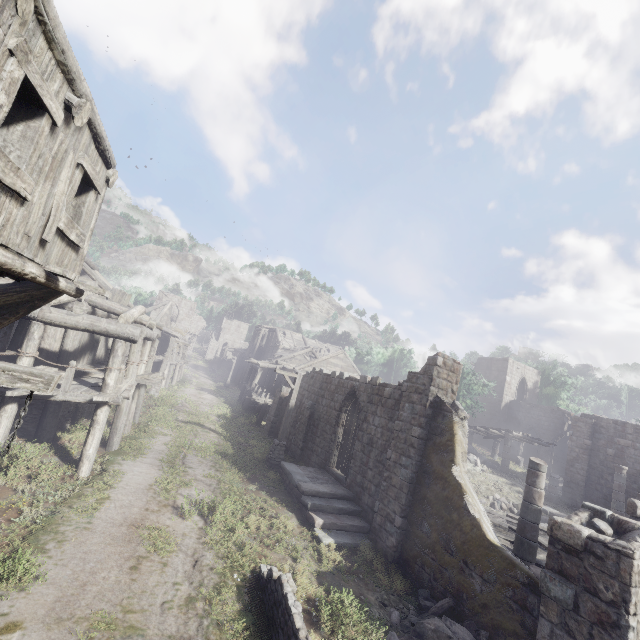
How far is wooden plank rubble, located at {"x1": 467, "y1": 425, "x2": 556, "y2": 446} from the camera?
24.8 meters

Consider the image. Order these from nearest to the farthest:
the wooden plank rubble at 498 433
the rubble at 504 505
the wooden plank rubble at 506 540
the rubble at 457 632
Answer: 1. the rubble at 457 632
2. the wooden plank rubble at 506 540
3. the rubble at 504 505
4. the wooden plank rubble at 498 433

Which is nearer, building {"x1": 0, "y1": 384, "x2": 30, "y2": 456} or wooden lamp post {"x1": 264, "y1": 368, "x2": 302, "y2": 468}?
building {"x1": 0, "y1": 384, "x2": 30, "y2": 456}

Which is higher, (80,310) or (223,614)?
(80,310)

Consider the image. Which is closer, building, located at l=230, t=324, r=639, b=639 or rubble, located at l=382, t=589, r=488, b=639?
building, located at l=230, t=324, r=639, b=639

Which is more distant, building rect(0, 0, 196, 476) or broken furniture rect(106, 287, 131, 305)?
broken furniture rect(106, 287, 131, 305)

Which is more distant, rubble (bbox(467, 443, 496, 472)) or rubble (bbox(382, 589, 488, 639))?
rubble (bbox(467, 443, 496, 472))

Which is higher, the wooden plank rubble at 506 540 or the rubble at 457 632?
the wooden plank rubble at 506 540
